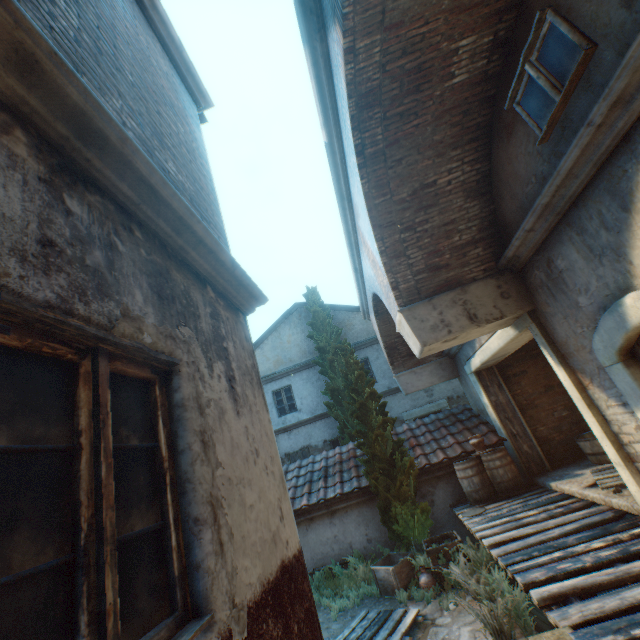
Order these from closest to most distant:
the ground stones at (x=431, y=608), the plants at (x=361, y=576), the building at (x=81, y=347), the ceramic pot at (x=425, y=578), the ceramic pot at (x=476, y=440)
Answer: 1. the building at (x=81, y=347)
2. the ground stones at (x=431, y=608)
3. the ceramic pot at (x=425, y=578)
4. the plants at (x=361, y=576)
5. the ceramic pot at (x=476, y=440)

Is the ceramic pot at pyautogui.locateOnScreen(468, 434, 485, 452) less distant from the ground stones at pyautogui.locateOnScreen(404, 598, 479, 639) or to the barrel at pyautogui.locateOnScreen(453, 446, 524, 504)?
the barrel at pyautogui.locateOnScreen(453, 446, 524, 504)

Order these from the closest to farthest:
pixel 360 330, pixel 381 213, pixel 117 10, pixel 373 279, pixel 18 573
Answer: pixel 18 573
pixel 117 10
pixel 381 213
pixel 373 279
pixel 360 330

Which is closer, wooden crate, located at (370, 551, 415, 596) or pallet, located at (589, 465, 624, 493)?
pallet, located at (589, 465, 624, 493)

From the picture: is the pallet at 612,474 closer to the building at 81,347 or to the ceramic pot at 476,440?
Result: the ceramic pot at 476,440

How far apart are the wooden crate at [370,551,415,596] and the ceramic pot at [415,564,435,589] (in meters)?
0.33

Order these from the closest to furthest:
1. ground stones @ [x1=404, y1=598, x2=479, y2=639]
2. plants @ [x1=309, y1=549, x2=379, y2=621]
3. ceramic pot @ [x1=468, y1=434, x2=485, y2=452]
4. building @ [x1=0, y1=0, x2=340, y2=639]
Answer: building @ [x1=0, y1=0, x2=340, y2=639], ground stones @ [x1=404, y1=598, x2=479, y2=639], plants @ [x1=309, y1=549, x2=379, y2=621], ceramic pot @ [x1=468, y1=434, x2=485, y2=452]

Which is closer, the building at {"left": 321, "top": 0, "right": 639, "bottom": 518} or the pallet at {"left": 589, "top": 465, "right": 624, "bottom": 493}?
the building at {"left": 321, "top": 0, "right": 639, "bottom": 518}
